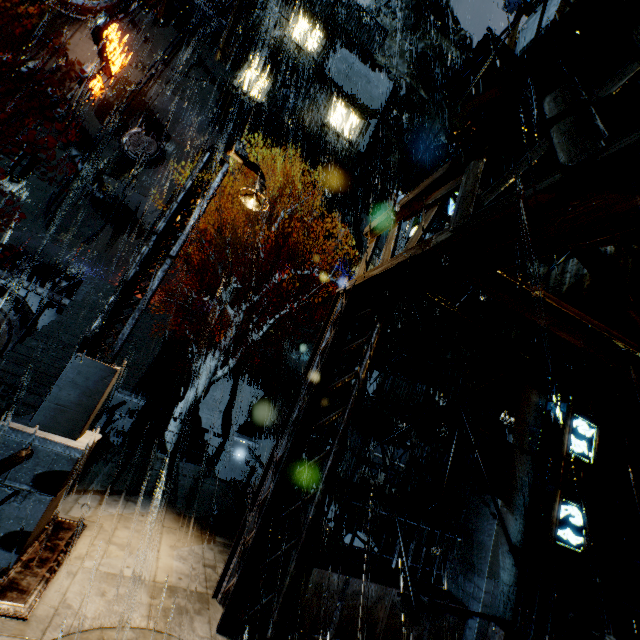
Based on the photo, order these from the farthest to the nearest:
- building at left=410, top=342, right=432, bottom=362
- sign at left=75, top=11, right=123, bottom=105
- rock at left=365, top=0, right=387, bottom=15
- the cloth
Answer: rock at left=365, top=0, right=387, bottom=15 < sign at left=75, top=11, right=123, bottom=105 < the cloth < building at left=410, top=342, right=432, bottom=362

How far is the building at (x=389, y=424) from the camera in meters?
13.9

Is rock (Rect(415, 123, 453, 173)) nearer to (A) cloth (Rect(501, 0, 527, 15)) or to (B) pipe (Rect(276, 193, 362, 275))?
(B) pipe (Rect(276, 193, 362, 275))

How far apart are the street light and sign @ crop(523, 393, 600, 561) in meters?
7.7

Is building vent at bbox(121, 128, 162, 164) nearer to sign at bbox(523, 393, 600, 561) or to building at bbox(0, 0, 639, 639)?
building at bbox(0, 0, 639, 639)

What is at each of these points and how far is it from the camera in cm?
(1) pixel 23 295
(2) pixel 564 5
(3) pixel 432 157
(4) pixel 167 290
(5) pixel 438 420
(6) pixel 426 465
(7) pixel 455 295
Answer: (1) building vent, 1600
(2) scaffolding, 716
(3) rock, 5881
(4) building, 2119
(5) building, 1459
(6) building, 1346
(7) scaffolding, 992

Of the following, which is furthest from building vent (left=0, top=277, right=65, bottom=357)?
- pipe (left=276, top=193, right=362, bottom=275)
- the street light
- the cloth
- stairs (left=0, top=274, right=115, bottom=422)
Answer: the cloth

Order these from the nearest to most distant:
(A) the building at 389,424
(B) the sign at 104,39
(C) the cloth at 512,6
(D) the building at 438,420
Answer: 1. (D) the building at 438,420
2. (A) the building at 389,424
3. (C) the cloth at 512,6
4. (B) the sign at 104,39
